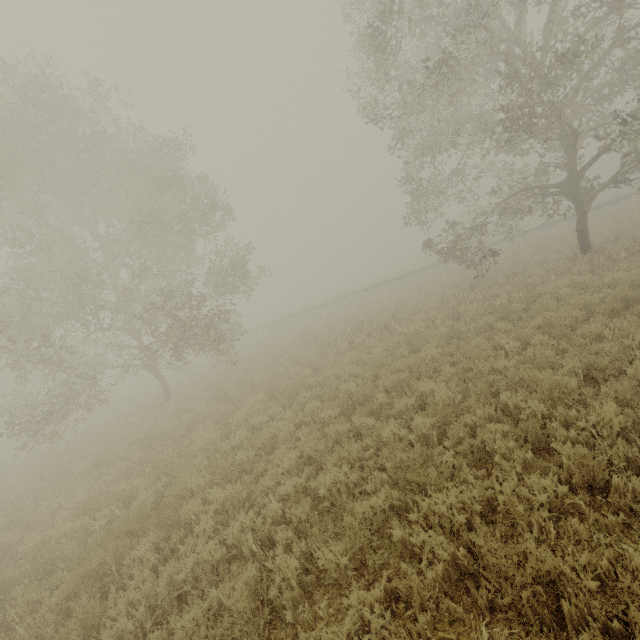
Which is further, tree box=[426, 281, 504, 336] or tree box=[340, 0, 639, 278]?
tree box=[426, 281, 504, 336]

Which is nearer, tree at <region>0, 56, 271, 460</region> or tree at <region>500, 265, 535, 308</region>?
tree at <region>500, 265, 535, 308</region>

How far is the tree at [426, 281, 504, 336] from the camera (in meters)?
11.84

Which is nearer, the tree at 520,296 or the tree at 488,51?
the tree at 488,51

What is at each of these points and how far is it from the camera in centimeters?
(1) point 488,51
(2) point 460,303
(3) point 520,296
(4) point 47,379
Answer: (1) tree, 1145cm
(2) tree, 1291cm
(3) tree, 1178cm
(4) tree, 2886cm

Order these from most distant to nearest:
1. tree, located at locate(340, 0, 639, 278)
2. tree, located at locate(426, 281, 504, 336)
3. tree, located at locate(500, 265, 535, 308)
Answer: tree, located at locate(426, 281, 504, 336) → tree, located at locate(500, 265, 535, 308) → tree, located at locate(340, 0, 639, 278)
